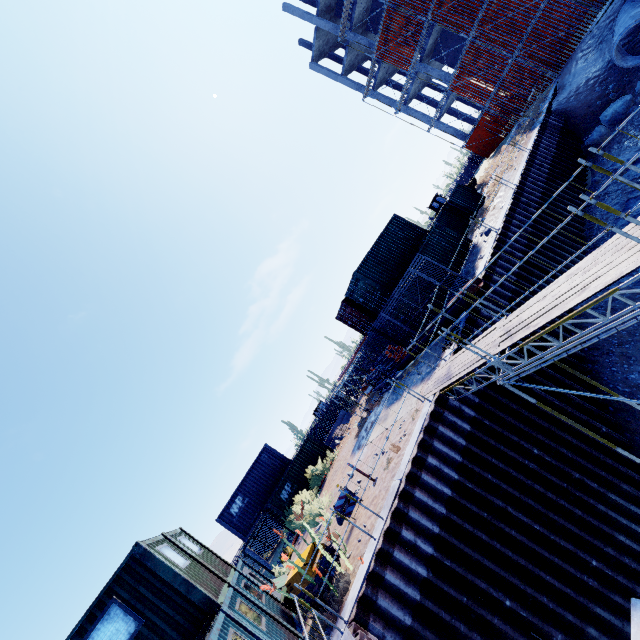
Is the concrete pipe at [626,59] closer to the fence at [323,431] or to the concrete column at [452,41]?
the concrete column at [452,41]

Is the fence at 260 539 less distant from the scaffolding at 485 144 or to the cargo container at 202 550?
the cargo container at 202 550

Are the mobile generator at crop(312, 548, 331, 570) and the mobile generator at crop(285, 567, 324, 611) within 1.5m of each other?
yes

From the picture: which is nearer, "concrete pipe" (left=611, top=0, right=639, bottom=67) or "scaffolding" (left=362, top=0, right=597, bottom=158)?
"concrete pipe" (left=611, top=0, right=639, bottom=67)

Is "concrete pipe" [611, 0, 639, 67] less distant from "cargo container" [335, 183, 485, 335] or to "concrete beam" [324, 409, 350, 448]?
"cargo container" [335, 183, 485, 335]

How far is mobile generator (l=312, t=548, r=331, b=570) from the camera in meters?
9.0

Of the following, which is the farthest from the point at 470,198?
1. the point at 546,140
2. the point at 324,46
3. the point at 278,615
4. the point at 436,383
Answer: the point at 324,46

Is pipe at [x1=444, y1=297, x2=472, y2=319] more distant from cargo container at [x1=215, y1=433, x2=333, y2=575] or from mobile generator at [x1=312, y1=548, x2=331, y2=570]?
cargo container at [x1=215, y1=433, x2=333, y2=575]
